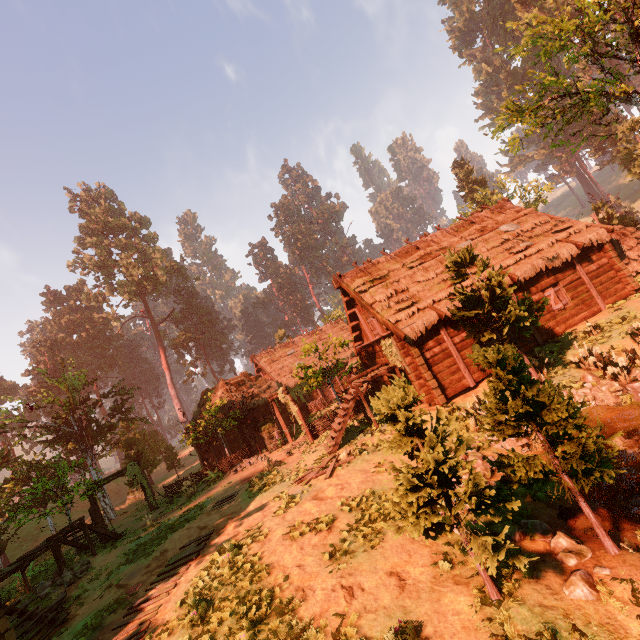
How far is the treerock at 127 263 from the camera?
54.66m

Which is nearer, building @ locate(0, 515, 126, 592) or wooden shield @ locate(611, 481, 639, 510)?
wooden shield @ locate(611, 481, 639, 510)

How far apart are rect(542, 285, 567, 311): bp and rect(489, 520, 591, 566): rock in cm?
1208

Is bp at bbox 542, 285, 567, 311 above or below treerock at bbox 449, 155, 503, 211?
below

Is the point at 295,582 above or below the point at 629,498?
above

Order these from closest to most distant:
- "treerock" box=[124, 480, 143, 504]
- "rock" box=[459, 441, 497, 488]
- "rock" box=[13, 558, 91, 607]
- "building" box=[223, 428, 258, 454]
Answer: "rock" box=[459, 441, 497, 488] < "rock" box=[13, 558, 91, 607] < "building" box=[223, 428, 258, 454] < "treerock" box=[124, 480, 143, 504]

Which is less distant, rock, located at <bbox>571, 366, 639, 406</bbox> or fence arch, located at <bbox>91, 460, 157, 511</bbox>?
rock, located at <bbox>571, 366, 639, 406</bbox>
